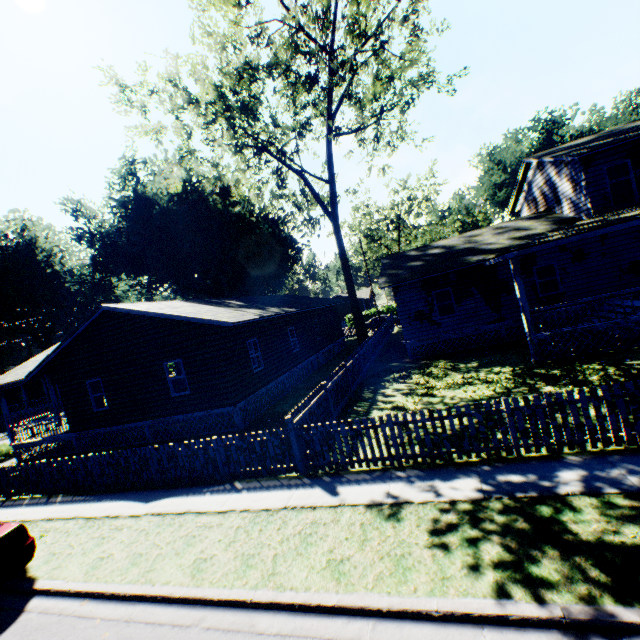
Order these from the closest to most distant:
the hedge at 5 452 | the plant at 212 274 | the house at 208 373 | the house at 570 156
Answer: the house at 570 156, the house at 208 373, the hedge at 5 452, the plant at 212 274

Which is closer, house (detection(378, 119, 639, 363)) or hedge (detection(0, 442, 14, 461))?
house (detection(378, 119, 639, 363))

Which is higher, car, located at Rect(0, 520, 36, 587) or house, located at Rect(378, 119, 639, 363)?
house, located at Rect(378, 119, 639, 363)

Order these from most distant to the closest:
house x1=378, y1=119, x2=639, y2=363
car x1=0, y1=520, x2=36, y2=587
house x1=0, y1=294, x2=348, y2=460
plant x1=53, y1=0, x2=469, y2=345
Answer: plant x1=53, y1=0, x2=469, y2=345, house x1=0, y1=294, x2=348, y2=460, house x1=378, y1=119, x2=639, y2=363, car x1=0, y1=520, x2=36, y2=587

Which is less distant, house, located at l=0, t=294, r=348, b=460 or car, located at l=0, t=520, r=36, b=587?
car, located at l=0, t=520, r=36, b=587

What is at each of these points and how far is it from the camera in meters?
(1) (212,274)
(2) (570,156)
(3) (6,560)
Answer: (1) plant, 36.8
(2) house, 14.9
(3) car, 6.4

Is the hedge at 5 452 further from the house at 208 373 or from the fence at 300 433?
the house at 208 373

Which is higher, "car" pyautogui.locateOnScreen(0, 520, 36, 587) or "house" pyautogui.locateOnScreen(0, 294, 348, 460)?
"house" pyautogui.locateOnScreen(0, 294, 348, 460)
